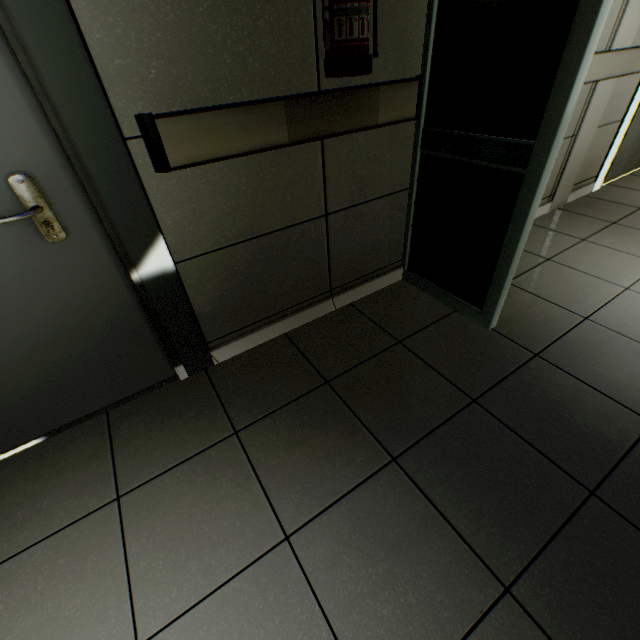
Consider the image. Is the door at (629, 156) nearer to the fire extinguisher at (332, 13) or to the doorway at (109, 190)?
the fire extinguisher at (332, 13)

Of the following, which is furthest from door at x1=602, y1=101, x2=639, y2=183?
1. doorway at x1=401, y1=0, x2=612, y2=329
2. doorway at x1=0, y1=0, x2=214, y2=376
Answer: doorway at x1=0, y1=0, x2=214, y2=376

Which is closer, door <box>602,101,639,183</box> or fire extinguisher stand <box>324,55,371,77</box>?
fire extinguisher stand <box>324,55,371,77</box>

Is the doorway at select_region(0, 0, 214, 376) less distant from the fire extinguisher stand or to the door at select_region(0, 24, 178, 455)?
the door at select_region(0, 24, 178, 455)

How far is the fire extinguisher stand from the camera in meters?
1.2

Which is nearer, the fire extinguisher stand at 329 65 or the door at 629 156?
the fire extinguisher stand at 329 65

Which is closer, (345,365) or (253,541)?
(253,541)
